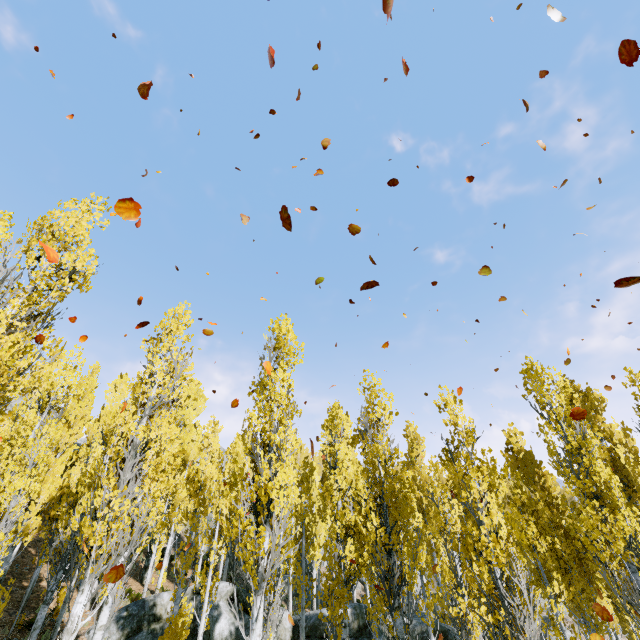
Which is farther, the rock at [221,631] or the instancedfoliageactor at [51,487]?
the rock at [221,631]

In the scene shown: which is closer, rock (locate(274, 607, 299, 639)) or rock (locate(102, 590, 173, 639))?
rock (locate(102, 590, 173, 639))

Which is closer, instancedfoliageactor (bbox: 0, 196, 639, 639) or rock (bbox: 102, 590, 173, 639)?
instancedfoliageactor (bbox: 0, 196, 639, 639)

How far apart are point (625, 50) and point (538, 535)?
12.93m

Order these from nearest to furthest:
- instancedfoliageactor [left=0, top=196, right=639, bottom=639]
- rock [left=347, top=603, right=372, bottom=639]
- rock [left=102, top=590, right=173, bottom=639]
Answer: instancedfoliageactor [left=0, top=196, right=639, bottom=639], rock [left=102, top=590, right=173, bottom=639], rock [left=347, top=603, right=372, bottom=639]

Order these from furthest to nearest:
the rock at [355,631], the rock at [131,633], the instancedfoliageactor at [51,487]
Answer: the rock at [355,631]
the rock at [131,633]
the instancedfoliageactor at [51,487]
